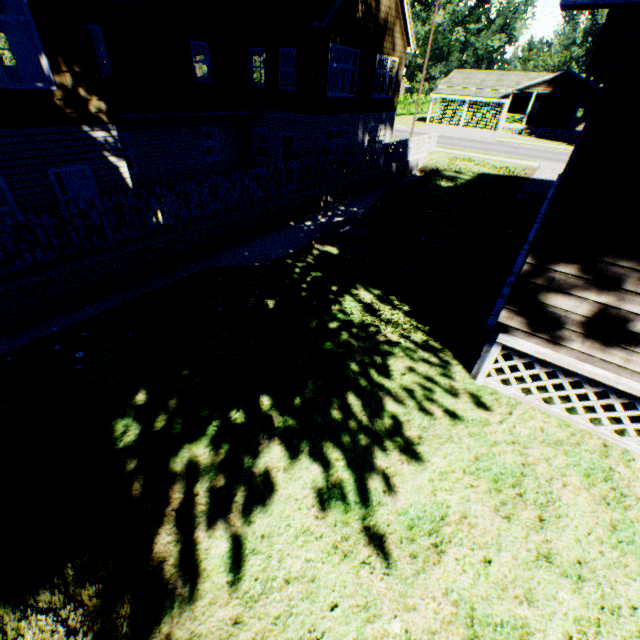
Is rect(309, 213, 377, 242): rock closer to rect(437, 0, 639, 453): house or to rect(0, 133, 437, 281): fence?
rect(0, 133, 437, 281): fence

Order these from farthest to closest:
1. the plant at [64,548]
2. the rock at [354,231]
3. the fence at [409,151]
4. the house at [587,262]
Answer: the rock at [354,231]
the fence at [409,151]
the house at [587,262]
the plant at [64,548]

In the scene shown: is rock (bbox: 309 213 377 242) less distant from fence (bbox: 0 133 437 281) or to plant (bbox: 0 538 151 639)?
fence (bbox: 0 133 437 281)

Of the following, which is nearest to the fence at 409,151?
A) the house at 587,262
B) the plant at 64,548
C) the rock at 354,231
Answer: the plant at 64,548

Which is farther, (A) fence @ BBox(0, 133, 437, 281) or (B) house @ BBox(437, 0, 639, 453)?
(A) fence @ BBox(0, 133, 437, 281)

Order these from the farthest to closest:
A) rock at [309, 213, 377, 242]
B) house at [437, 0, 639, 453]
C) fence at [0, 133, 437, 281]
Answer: rock at [309, 213, 377, 242] < fence at [0, 133, 437, 281] < house at [437, 0, 639, 453]

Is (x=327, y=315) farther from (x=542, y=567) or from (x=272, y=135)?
(x=272, y=135)

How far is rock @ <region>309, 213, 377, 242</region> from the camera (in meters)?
9.88
